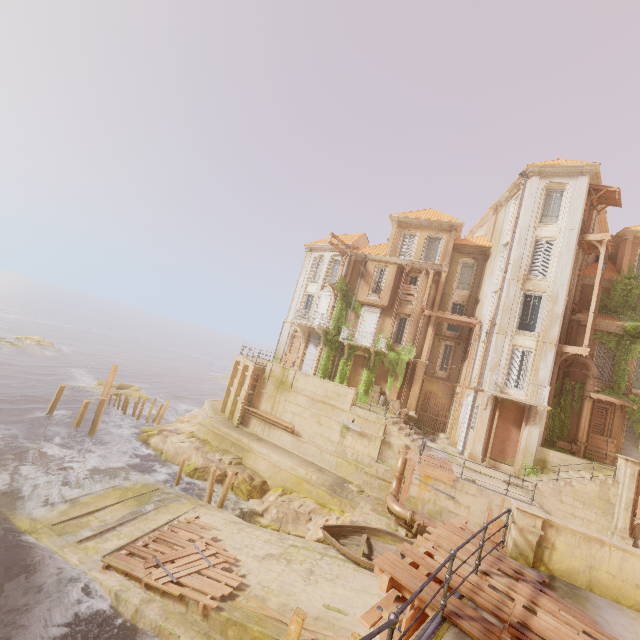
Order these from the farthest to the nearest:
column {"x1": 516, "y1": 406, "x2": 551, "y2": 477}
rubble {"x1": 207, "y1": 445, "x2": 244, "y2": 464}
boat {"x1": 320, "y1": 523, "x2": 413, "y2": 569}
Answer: rubble {"x1": 207, "y1": 445, "x2": 244, "y2": 464}
column {"x1": 516, "y1": 406, "x2": 551, "y2": 477}
boat {"x1": 320, "y1": 523, "x2": 413, "y2": 569}

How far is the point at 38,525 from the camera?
13.6m

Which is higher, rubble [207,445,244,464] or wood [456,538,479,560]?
wood [456,538,479,560]

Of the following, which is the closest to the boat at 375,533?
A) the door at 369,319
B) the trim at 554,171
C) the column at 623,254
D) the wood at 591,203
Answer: the door at 369,319

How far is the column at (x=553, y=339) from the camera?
20.0m

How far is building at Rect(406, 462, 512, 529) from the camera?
15.0m

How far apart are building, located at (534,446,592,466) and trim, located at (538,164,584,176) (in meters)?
17.84

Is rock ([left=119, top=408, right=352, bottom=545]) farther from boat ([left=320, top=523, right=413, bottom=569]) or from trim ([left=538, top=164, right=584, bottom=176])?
trim ([left=538, top=164, right=584, bottom=176])
